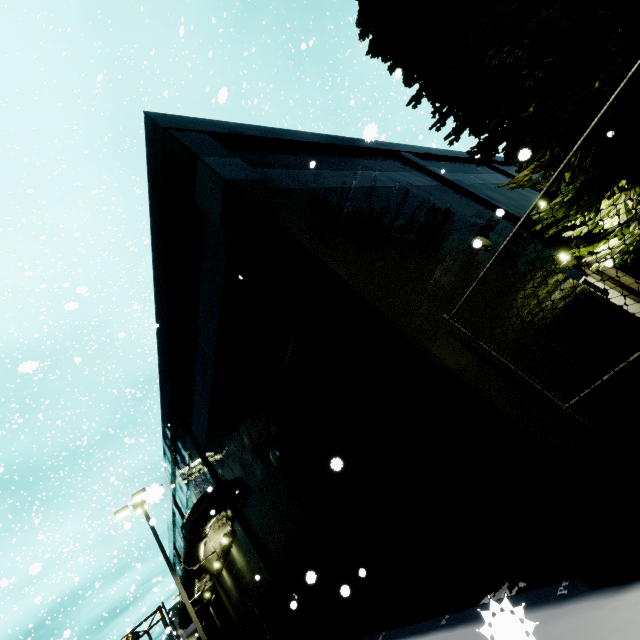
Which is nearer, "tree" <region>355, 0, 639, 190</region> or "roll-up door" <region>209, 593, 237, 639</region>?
"tree" <region>355, 0, 639, 190</region>

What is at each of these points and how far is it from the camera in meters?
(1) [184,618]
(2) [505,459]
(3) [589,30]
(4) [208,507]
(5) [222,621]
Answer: (1) pipe, 27.6 m
(2) building, 3.5 m
(3) tree, 5.1 m
(4) pipe, 12.3 m
(5) roll-up door, 23.5 m

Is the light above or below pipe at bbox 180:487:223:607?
below

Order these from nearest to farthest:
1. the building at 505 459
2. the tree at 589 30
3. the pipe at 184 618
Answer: the building at 505 459 < the tree at 589 30 < the pipe at 184 618

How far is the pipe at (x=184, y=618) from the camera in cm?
2353

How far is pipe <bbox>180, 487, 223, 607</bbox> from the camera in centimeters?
1233cm

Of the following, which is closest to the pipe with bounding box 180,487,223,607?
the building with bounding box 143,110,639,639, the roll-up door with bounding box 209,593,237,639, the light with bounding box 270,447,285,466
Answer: the building with bounding box 143,110,639,639

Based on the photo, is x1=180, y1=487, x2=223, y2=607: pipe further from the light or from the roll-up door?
the light
